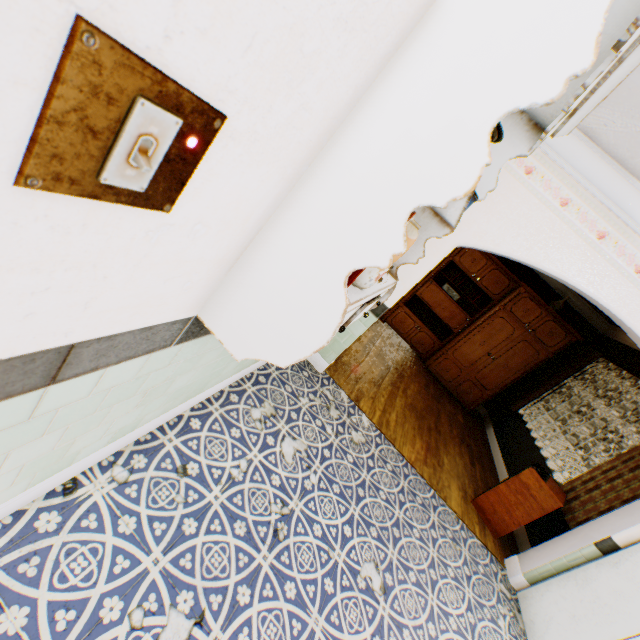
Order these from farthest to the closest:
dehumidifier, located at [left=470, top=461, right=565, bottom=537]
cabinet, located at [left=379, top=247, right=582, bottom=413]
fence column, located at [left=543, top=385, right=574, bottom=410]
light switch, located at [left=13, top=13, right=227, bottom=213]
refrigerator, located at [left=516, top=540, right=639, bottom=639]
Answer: fence column, located at [left=543, top=385, right=574, bottom=410] < cabinet, located at [left=379, top=247, right=582, bottom=413] < dehumidifier, located at [left=470, top=461, right=565, bottom=537] < refrigerator, located at [left=516, top=540, right=639, bottom=639] < light switch, located at [left=13, top=13, right=227, bottom=213]

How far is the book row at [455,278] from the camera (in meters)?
6.84

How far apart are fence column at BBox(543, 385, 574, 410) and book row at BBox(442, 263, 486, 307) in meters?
24.8 m

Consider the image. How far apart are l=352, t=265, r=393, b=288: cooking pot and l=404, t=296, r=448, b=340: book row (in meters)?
6.10

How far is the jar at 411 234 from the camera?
1.7m

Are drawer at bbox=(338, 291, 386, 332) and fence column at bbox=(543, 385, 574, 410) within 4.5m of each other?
no

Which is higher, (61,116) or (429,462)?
(61,116)

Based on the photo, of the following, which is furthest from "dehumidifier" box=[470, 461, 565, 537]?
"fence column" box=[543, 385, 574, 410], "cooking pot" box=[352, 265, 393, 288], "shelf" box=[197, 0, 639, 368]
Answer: "fence column" box=[543, 385, 574, 410]
